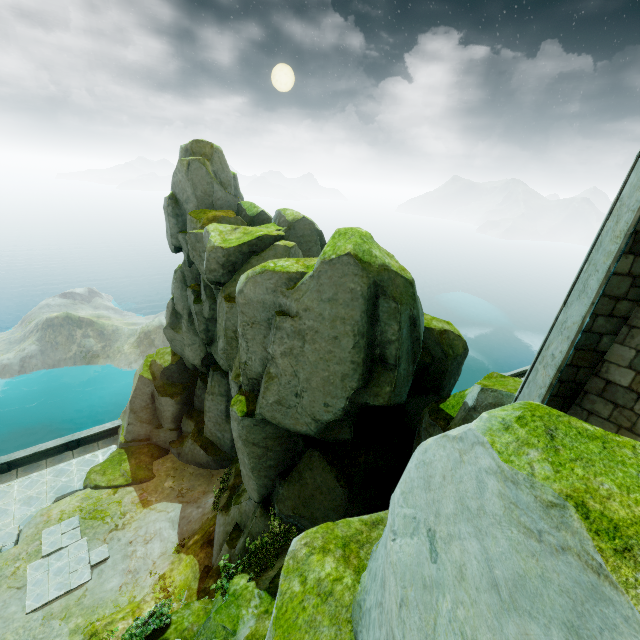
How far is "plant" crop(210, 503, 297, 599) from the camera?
8.36m

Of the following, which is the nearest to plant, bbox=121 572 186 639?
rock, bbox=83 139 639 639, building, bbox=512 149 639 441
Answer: rock, bbox=83 139 639 639

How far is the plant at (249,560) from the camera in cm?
836

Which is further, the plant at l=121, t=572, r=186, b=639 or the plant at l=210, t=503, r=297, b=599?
the plant at l=210, t=503, r=297, b=599

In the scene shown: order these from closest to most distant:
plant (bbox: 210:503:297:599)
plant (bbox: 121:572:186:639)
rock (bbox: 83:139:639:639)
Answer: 1. rock (bbox: 83:139:639:639)
2. plant (bbox: 121:572:186:639)
3. plant (bbox: 210:503:297:599)

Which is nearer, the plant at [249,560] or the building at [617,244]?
the building at [617,244]

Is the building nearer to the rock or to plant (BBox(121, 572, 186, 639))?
the rock

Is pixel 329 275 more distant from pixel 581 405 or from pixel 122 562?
pixel 122 562
